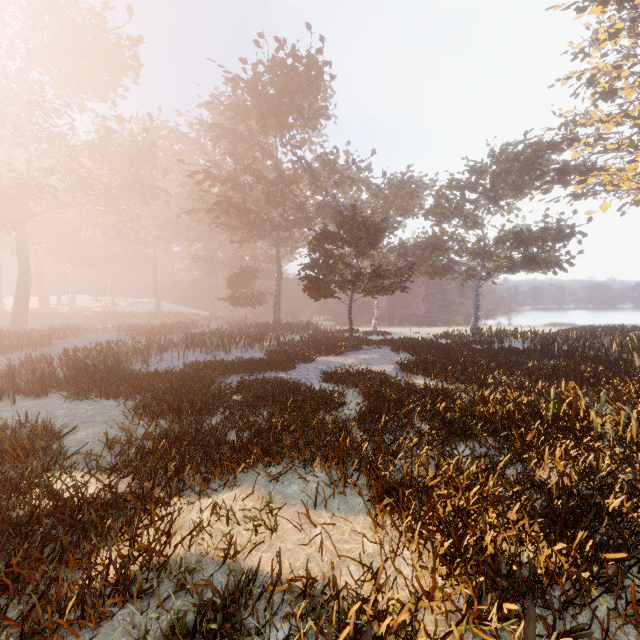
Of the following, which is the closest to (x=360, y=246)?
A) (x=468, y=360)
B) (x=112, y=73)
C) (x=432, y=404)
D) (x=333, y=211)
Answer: (x=333, y=211)
